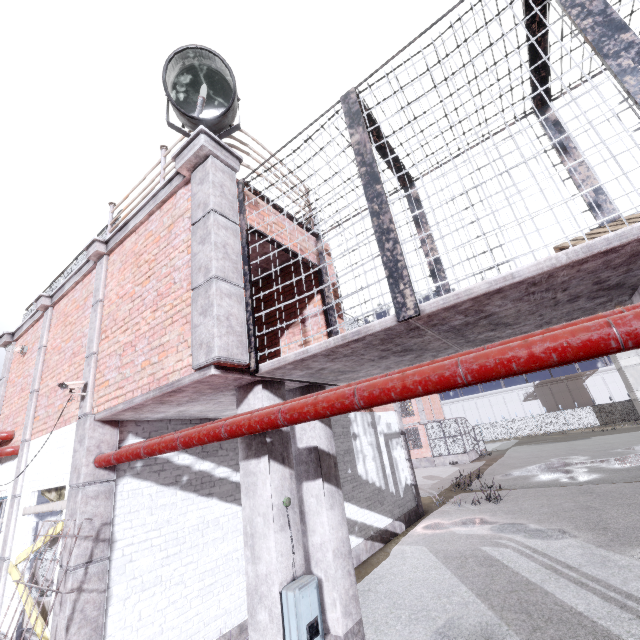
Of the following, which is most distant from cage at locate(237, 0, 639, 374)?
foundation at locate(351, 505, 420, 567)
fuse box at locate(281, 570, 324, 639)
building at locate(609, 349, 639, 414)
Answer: building at locate(609, 349, 639, 414)

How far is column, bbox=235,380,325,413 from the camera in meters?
4.1

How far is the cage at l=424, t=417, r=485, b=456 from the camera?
28.86m

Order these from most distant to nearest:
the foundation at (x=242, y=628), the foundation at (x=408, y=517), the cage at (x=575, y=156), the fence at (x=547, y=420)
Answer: the fence at (x=547, y=420)
the foundation at (x=408, y=517)
the foundation at (x=242, y=628)
the cage at (x=575, y=156)

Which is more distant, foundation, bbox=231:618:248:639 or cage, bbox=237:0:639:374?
foundation, bbox=231:618:248:639

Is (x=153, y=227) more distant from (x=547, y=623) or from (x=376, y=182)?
(x=547, y=623)

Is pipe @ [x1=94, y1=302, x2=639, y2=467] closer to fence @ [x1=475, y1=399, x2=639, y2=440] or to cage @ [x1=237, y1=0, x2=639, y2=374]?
cage @ [x1=237, y1=0, x2=639, y2=374]

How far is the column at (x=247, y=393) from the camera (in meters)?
4.07
